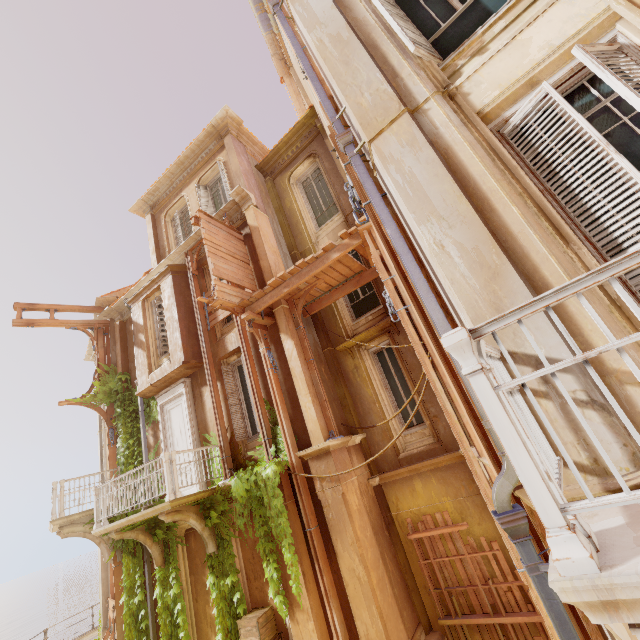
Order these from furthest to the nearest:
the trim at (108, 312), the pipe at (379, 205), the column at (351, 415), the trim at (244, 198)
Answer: the trim at (108, 312) → the trim at (244, 198) → the column at (351, 415) → the pipe at (379, 205)

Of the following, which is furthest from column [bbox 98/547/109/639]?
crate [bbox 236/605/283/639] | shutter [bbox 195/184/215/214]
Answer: shutter [bbox 195/184/215/214]

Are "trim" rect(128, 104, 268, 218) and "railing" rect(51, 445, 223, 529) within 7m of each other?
no

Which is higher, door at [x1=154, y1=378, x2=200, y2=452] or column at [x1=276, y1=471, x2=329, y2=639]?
door at [x1=154, y1=378, x2=200, y2=452]

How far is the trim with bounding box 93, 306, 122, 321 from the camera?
13.8m

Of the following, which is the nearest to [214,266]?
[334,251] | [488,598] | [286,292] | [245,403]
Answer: [286,292]

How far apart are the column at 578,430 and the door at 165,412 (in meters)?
9.10

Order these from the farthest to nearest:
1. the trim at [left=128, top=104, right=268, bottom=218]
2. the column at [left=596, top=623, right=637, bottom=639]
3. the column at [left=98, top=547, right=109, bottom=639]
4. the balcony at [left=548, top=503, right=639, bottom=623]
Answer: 1. the column at [left=98, top=547, right=109, bottom=639]
2. the trim at [left=128, top=104, right=268, bottom=218]
3. the column at [left=596, top=623, right=637, bottom=639]
4. the balcony at [left=548, top=503, right=639, bottom=623]
